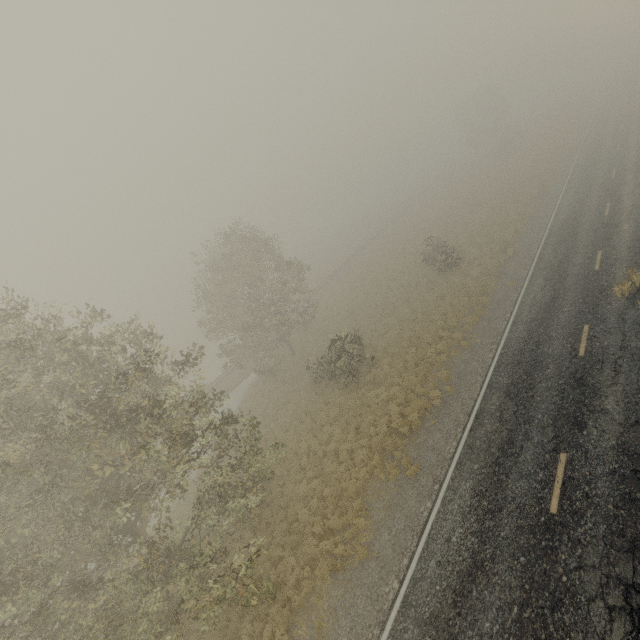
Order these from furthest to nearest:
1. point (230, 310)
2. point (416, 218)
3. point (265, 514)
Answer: point (416, 218), point (230, 310), point (265, 514)
